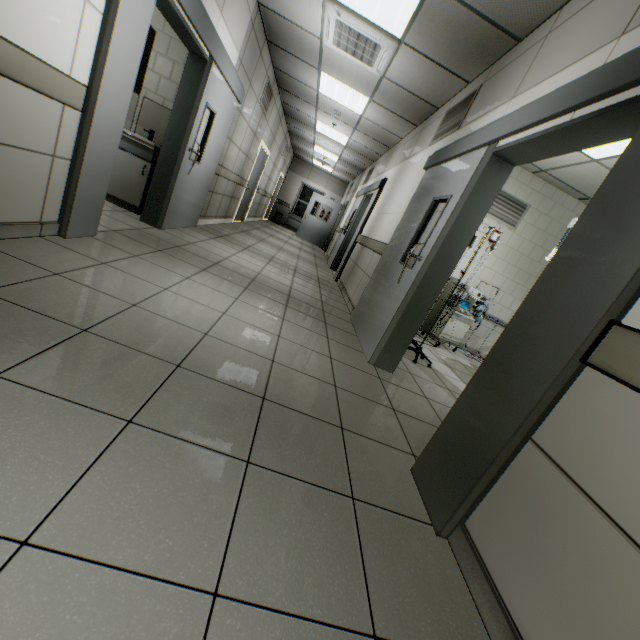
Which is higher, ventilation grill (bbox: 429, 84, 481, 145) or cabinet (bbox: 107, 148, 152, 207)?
ventilation grill (bbox: 429, 84, 481, 145)

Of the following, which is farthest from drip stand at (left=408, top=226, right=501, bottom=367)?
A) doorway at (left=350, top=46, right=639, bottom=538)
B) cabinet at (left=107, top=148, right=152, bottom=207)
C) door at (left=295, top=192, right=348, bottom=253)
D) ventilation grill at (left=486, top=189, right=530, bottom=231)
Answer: door at (left=295, top=192, right=348, bottom=253)

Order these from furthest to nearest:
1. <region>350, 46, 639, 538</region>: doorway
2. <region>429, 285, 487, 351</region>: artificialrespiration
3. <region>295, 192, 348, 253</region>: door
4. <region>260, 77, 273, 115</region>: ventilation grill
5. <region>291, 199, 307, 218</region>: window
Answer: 1. <region>291, 199, 307, 218</region>: window
2. <region>295, 192, 348, 253</region>: door
3. <region>260, 77, 273, 115</region>: ventilation grill
4. <region>429, 285, 487, 351</region>: artificialrespiration
5. <region>350, 46, 639, 538</region>: doorway

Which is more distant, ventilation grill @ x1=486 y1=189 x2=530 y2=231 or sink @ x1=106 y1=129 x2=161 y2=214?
ventilation grill @ x1=486 y1=189 x2=530 y2=231

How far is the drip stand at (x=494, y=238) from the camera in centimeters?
354cm

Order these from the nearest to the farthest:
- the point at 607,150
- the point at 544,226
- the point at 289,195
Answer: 1. the point at 607,150
2. the point at 544,226
3. the point at 289,195

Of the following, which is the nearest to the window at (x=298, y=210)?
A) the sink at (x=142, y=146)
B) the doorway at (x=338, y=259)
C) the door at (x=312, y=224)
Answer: the door at (x=312, y=224)

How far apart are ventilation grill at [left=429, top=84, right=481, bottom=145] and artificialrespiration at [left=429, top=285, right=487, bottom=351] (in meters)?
2.17
